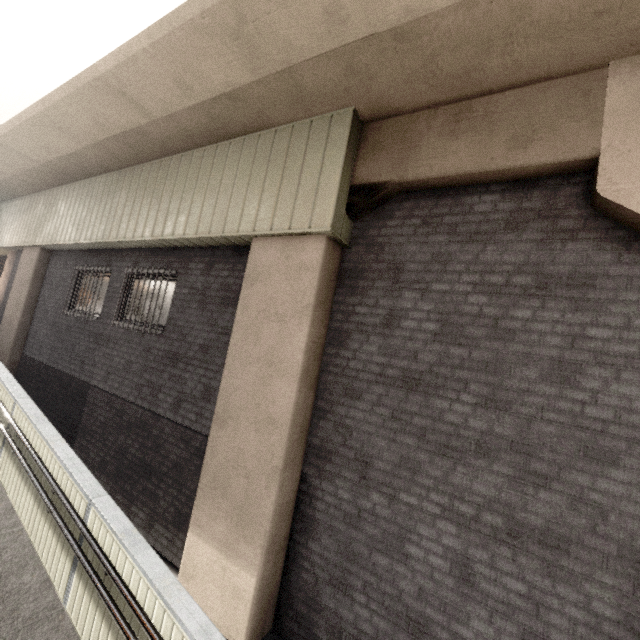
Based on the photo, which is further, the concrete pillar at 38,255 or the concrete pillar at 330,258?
the concrete pillar at 38,255

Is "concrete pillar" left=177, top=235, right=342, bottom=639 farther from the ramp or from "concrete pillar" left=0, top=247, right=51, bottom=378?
"concrete pillar" left=0, top=247, right=51, bottom=378

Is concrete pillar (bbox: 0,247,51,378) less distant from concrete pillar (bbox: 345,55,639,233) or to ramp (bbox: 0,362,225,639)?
ramp (bbox: 0,362,225,639)

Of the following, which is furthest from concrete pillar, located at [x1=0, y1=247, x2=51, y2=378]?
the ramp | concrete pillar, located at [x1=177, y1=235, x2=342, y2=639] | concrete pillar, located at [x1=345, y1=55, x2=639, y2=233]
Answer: concrete pillar, located at [x1=345, y1=55, x2=639, y2=233]

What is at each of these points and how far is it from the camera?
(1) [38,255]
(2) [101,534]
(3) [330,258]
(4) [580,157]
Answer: (1) concrete pillar, 9.6 meters
(2) ramp, 3.6 meters
(3) concrete pillar, 4.5 meters
(4) concrete pillar, 3.2 meters

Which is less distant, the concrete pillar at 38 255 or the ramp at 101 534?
the ramp at 101 534

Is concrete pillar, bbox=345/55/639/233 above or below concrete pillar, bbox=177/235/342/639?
above
